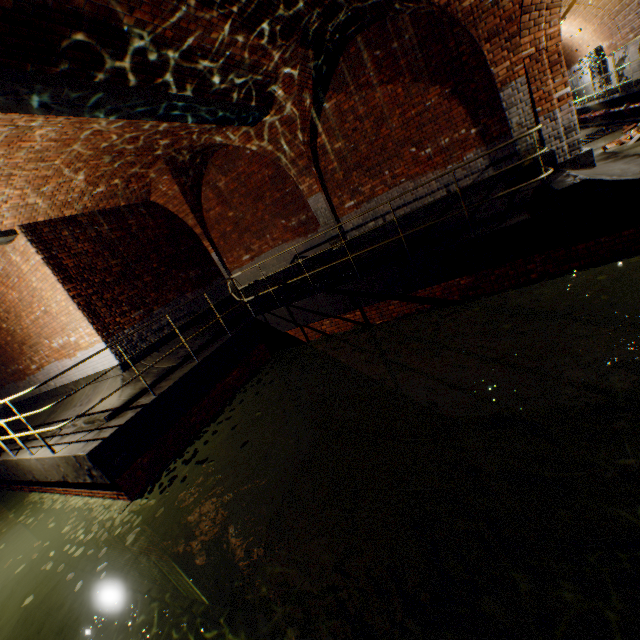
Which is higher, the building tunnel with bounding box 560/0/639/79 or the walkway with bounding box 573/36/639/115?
the building tunnel with bounding box 560/0/639/79

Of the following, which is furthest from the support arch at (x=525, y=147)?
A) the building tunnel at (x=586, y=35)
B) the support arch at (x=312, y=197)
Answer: the support arch at (x=312, y=197)

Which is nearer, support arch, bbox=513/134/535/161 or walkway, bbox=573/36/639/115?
support arch, bbox=513/134/535/161

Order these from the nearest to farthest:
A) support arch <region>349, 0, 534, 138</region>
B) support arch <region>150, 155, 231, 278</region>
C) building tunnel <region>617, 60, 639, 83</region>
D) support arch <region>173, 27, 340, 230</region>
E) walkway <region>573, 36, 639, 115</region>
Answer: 1. support arch <region>349, 0, 534, 138</region>
2. support arch <region>173, 27, 340, 230</region>
3. support arch <region>150, 155, 231, 278</region>
4. walkway <region>573, 36, 639, 115</region>
5. building tunnel <region>617, 60, 639, 83</region>

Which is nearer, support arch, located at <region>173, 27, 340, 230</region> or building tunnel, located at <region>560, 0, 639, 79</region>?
support arch, located at <region>173, 27, 340, 230</region>

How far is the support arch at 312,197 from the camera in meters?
6.7 m

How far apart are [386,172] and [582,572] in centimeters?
890cm
